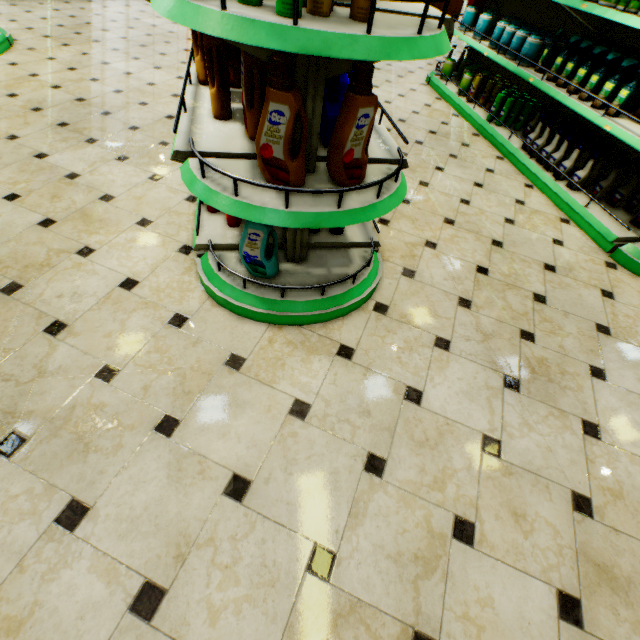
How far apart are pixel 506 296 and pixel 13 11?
8.3m

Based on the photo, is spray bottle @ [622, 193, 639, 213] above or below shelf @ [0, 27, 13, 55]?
above

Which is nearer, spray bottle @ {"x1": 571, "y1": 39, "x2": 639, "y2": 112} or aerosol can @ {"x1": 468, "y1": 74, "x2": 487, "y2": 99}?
spray bottle @ {"x1": 571, "y1": 39, "x2": 639, "y2": 112}

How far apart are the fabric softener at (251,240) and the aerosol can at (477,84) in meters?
4.4

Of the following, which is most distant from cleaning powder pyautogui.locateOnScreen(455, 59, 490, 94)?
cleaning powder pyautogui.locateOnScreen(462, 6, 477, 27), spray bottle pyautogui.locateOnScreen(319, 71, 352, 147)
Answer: spray bottle pyautogui.locateOnScreen(319, 71, 352, 147)

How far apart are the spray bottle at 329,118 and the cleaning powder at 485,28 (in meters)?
3.00

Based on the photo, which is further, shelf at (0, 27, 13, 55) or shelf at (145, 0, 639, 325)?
shelf at (0, 27, 13, 55)

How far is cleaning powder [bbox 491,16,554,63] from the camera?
3.5 meters
